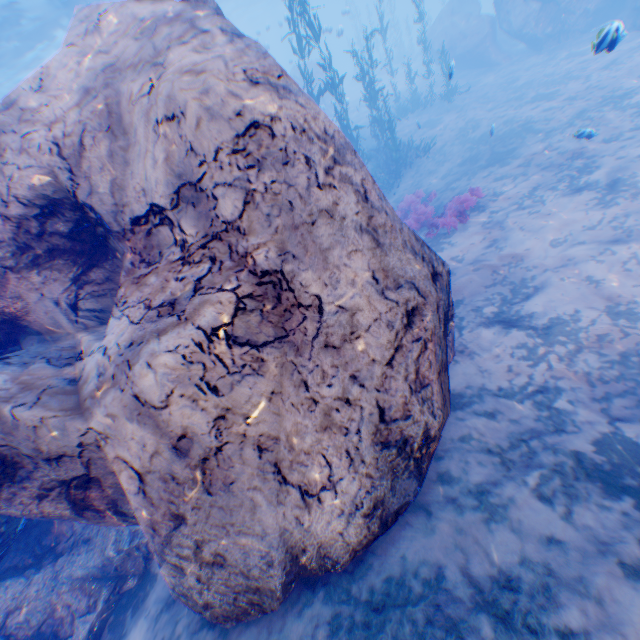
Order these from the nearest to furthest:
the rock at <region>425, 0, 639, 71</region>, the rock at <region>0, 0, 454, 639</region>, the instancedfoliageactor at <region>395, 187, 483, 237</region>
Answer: the rock at <region>0, 0, 454, 639</region>
the instancedfoliageactor at <region>395, 187, 483, 237</region>
the rock at <region>425, 0, 639, 71</region>

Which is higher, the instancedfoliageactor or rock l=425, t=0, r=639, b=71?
rock l=425, t=0, r=639, b=71

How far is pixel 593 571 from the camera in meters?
2.9

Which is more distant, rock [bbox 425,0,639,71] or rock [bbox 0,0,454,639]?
rock [bbox 425,0,639,71]

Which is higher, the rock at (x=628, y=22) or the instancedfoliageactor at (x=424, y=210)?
the rock at (x=628, y=22)

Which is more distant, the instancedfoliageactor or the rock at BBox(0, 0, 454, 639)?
the instancedfoliageactor
